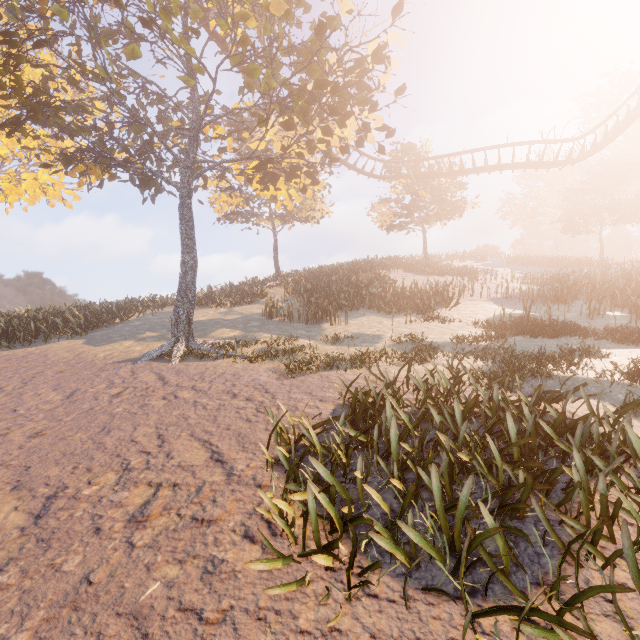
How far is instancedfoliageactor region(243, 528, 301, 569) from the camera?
2.6 meters

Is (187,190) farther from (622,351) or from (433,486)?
(622,351)

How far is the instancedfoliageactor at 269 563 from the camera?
2.55m

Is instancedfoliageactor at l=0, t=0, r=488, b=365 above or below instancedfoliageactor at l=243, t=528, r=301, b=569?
above

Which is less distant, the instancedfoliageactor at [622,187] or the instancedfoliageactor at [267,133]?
the instancedfoliageactor at [622,187]

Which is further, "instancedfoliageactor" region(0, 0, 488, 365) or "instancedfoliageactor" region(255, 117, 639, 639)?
"instancedfoliageactor" region(0, 0, 488, 365)

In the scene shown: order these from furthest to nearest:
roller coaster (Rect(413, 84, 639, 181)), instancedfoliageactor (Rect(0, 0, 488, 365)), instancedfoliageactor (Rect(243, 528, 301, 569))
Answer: roller coaster (Rect(413, 84, 639, 181)) < instancedfoliageactor (Rect(0, 0, 488, 365)) < instancedfoliageactor (Rect(243, 528, 301, 569))
